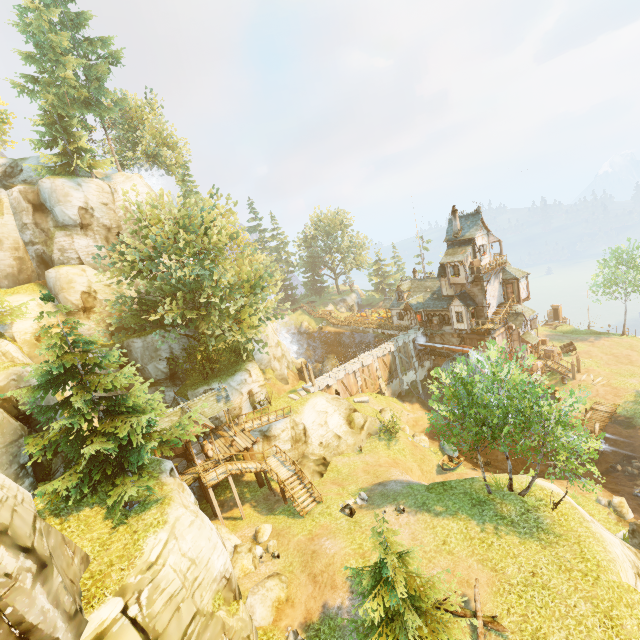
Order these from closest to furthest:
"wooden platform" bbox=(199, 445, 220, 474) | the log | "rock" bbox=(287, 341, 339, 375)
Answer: the log < "wooden platform" bbox=(199, 445, 220, 474) < "rock" bbox=(287, 341, 339, 375)

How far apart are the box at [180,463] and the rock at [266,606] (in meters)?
11.11

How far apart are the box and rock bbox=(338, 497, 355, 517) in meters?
12.9

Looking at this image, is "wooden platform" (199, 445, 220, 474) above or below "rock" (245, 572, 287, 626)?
above

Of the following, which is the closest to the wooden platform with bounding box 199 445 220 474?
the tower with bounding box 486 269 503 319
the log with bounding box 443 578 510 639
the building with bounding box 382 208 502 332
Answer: the log with bounding box 443 578 510 639

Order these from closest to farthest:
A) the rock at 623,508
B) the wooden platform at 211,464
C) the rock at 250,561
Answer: the rock at 250,561 < the rock at 623,508 < the wooden platform at 211,464

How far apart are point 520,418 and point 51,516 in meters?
22.0

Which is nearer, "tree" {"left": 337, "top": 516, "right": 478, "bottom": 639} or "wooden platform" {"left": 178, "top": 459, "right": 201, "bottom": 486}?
"tree" {"left": 337, "top": 516, "right": 478, "bottom": 639}
